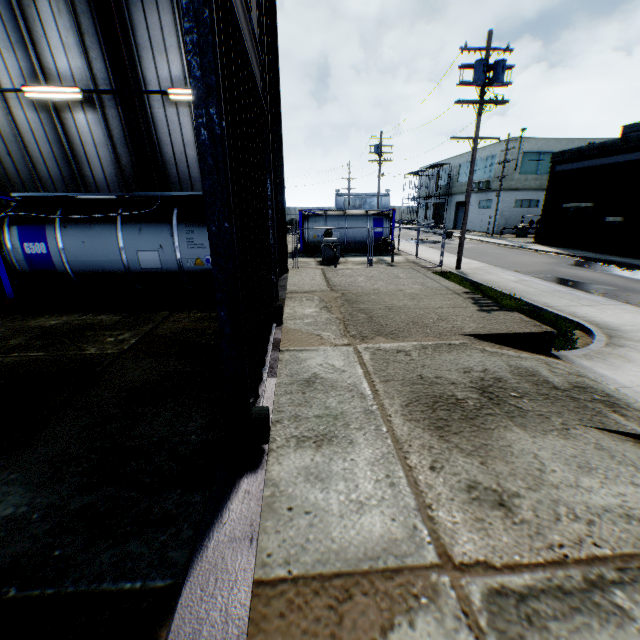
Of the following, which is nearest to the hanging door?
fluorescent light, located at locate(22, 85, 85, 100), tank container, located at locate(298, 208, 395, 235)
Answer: fluorescent light, located at locate(22, 85, 85, 100)

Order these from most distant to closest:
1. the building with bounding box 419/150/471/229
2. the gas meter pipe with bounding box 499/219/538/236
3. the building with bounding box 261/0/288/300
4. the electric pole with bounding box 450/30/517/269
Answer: the building with bounding box 419/150/471/229 → the gas meter pipe with bounding box 499/219/538/236 → the electric pole with bounding box 450/30/517/269 → the building with bounding box 261/0/288/300

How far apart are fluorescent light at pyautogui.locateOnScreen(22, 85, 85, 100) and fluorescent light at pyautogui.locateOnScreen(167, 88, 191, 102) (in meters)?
2.57

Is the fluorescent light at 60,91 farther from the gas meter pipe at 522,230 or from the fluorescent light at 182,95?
the gas meter pipe at 522,230

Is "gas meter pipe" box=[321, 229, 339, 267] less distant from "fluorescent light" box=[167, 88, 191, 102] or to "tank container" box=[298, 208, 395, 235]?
"tank container" box=[298, 208, 395, 235]

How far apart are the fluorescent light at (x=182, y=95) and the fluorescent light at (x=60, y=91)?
2.6m

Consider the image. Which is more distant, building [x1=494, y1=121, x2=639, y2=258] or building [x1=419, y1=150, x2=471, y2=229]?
building [x1=419, y1=150, x2=471, y2=229]

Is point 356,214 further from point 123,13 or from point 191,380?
point 191,380
